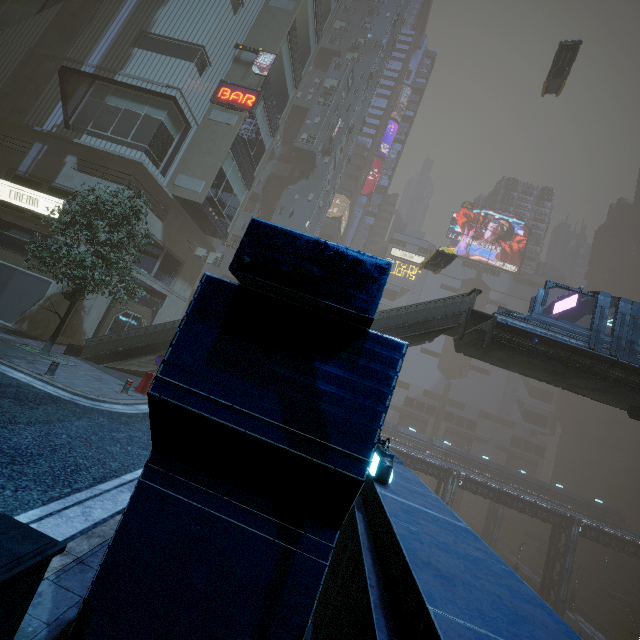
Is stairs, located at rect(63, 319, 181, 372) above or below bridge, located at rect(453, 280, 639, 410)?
below

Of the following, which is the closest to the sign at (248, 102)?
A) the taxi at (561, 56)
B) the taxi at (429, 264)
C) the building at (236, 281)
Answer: the building at (236, 281)

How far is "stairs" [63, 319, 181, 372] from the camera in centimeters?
1673cm

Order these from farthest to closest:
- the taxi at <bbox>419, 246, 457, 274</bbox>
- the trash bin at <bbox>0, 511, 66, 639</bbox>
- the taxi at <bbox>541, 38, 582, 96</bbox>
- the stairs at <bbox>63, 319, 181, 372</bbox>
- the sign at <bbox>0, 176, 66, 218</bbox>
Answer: the taxi at <bbox>541, 38, 582, 96</bbox> < the taxi at <bbox>419, 246, 457, 274</bbox> < the sign at <bbox>0, 176, 66, 218</bbox> < the stairs at <bbox>63, 319, 181, 372</bbox> < the trash bin at <bbox>0, 511, 66, 639</bbox>

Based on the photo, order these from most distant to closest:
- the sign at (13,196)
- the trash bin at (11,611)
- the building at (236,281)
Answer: the sign at (13,196)
the building at (236,281)
the trash bin at (11,611)

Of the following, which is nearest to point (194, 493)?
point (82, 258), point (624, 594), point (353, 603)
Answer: point (353, 603)

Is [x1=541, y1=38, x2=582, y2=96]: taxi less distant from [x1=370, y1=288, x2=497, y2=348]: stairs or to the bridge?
the bridge

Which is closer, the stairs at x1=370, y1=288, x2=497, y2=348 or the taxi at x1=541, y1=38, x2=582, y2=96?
the stairs at x1=370, y1=288, x2=497, y2=348
